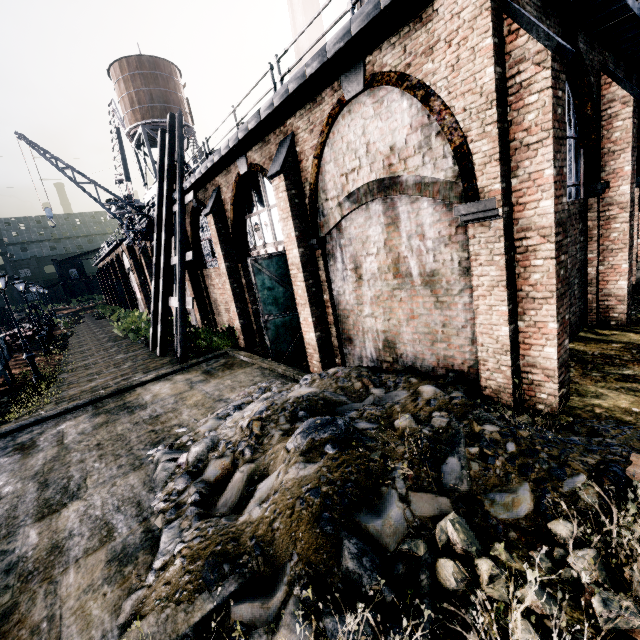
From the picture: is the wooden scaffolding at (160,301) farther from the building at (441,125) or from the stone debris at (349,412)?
the stone debris at (349,412)

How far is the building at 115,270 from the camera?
29.0m

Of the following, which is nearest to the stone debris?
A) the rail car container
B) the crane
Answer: the rail car container

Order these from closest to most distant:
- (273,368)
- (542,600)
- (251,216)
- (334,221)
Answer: (542,600)
(334,221)
(273,368)
(251,216)

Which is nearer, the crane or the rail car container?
the rail car container

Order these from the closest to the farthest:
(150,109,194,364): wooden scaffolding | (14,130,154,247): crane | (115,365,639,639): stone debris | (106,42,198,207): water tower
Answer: (115,365,639,639): stone debris, (150,109,194,364): wooden scaffolding, (14,130,154,247): crane, (106,42,198,207): water tower

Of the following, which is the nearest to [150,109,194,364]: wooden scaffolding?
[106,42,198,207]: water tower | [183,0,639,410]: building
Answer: [183,0,639,410]: building

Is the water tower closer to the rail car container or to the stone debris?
the rail car container
